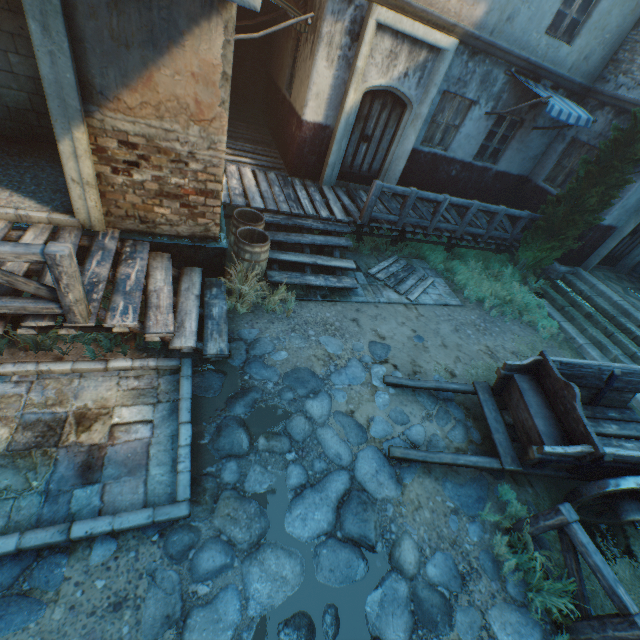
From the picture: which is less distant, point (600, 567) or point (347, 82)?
point (600, 567)

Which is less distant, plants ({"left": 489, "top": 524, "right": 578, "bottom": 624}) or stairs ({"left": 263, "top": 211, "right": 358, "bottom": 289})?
plants ({"left": 489, "top": 524, "right": 578, "bottom": 624})

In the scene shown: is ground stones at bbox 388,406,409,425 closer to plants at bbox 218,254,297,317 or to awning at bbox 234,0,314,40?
plants at bbox 218,254,297,317

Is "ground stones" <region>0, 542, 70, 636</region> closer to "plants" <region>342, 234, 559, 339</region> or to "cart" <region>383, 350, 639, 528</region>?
"cart" <region>383, 350, 639, 528</region>

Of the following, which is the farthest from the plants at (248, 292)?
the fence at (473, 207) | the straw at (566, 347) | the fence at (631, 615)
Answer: the fence at (631, 615)

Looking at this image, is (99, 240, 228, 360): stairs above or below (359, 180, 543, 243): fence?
below

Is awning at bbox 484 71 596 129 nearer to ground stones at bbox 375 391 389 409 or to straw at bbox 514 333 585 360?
straw at bbox 514 333 585 360

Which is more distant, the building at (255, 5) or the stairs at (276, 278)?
the stairs at (276, 278)
